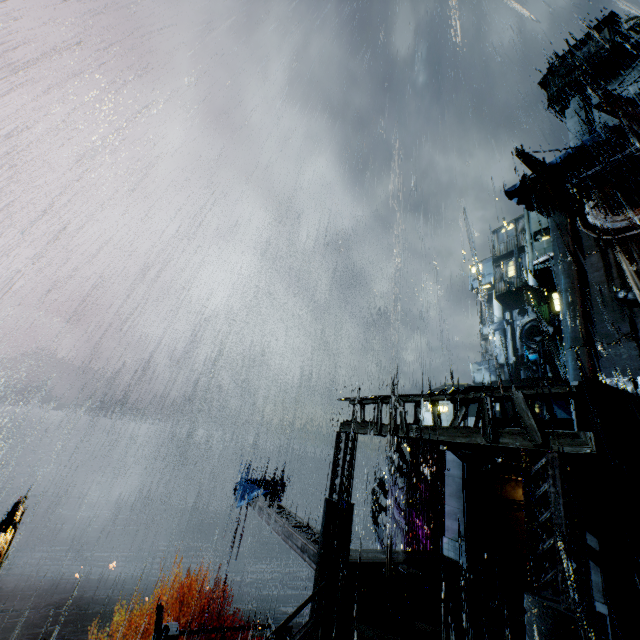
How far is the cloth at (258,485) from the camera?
20.0 meters

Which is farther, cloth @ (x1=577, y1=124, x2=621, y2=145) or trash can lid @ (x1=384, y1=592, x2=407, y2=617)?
cloth @ (x1=577, y1=124, x2=621, y2=145)

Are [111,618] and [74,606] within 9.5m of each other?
yes

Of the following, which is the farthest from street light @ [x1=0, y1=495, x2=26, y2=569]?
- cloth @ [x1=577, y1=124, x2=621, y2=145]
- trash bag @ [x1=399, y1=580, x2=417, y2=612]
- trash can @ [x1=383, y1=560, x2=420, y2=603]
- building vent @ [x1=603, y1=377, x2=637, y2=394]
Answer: cloth @ [x1=577, y1=124, x2=621, y2=145]

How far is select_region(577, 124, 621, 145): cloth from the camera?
29.12m

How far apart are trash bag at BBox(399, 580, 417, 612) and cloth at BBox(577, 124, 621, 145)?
39.24m

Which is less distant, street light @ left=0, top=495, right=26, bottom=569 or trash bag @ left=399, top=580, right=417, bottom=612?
trash bag @ left=399, top=580, right=417, bottom=612

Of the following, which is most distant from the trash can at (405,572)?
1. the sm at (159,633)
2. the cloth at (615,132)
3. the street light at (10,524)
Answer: the cloth at (615,132)
